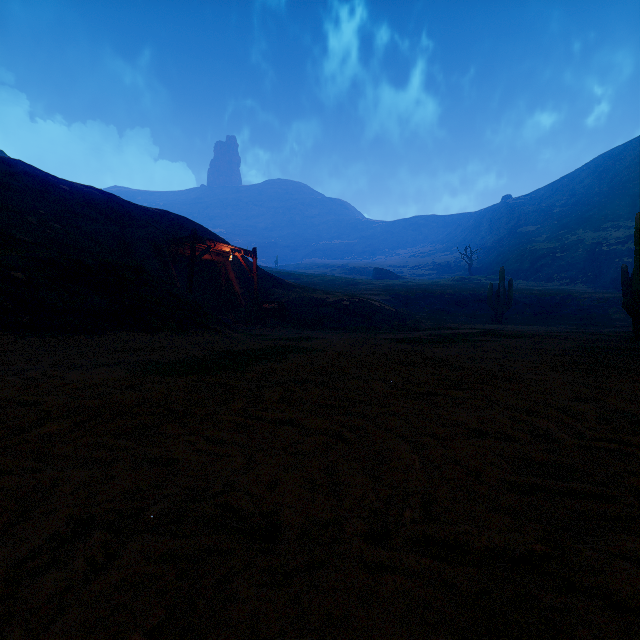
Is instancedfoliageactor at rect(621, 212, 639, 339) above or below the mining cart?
below

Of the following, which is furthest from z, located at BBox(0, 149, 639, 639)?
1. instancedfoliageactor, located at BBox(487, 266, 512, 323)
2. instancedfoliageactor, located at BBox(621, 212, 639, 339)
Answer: instancedfoliageactor, located at BBox(487, 266, 512, 323)

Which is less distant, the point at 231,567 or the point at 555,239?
the point at 231,567

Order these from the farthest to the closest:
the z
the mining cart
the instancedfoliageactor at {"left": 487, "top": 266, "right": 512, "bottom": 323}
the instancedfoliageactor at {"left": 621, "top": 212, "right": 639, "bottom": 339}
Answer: the instancedfoliageactor at {"left": 487, "top": 266, "right": 512, "bottom": 323}
the mining cart
the instancedfoliageactor at {"left": 621, "top": 212, "right": 639, "bottom": 339}
the z

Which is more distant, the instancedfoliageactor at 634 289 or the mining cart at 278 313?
the mining cart at 278 313

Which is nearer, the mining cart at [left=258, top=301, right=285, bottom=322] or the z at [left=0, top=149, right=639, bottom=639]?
the z at [left=0, top=149, right=639, bottom=639]

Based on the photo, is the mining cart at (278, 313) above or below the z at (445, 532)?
→ above

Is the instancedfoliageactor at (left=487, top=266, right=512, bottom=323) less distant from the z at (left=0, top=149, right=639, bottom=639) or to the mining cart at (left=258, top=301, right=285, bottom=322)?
the z at (left=0, top=149, right=639, bottom=639)
